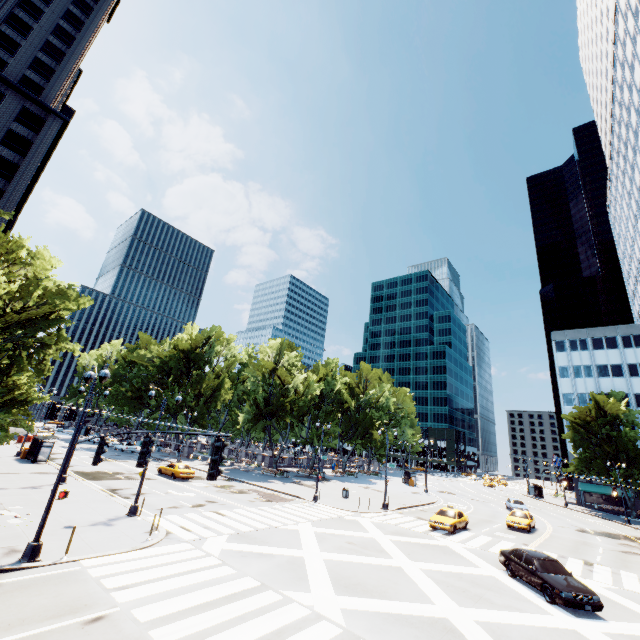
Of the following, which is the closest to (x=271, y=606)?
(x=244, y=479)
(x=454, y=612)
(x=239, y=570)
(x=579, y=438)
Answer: (x=239, y=570)

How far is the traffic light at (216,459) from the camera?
7.1 meters

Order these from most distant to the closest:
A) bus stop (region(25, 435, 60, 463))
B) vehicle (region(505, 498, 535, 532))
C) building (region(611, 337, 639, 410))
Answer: building (region(611, 337, 639, 410))
bus stop (region(25, 435, 60, 463))
vehicle (region(505, 498, 535, 532))

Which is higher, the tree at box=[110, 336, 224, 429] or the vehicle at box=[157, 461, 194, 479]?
the tree at box=[110, 336, 224, 429]

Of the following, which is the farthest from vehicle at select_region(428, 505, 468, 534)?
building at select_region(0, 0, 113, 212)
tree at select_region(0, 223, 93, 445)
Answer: building at select_region(0, 0, 113, 212)

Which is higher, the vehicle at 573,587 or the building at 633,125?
the building at 633,125

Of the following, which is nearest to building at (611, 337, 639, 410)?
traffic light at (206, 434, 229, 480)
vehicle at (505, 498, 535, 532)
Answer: vehicle at (505, 498, 535, 532)

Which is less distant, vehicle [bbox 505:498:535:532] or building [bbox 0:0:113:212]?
vehicle [bbox 505:498:535:532]
